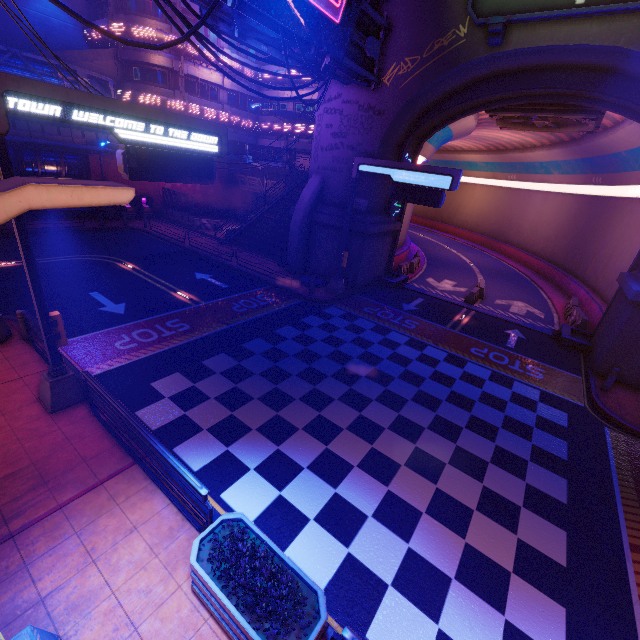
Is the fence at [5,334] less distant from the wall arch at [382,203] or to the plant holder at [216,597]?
the plant holder at [216,597]

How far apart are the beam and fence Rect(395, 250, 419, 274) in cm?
3142

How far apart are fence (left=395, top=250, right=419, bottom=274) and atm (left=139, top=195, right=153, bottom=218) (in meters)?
24.14

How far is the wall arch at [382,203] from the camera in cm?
1850

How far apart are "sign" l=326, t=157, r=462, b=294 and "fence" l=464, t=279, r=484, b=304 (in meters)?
8.23

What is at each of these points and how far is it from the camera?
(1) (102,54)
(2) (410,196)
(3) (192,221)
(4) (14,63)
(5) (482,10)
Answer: (1) beam, 27.5m
(2) sign, 15.0m
(3) fence, 29.2m
(4) pipe, 20.9m
(5) sign, 12.9m

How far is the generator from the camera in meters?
35.2 m

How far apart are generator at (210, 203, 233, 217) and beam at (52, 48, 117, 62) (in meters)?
13.87
